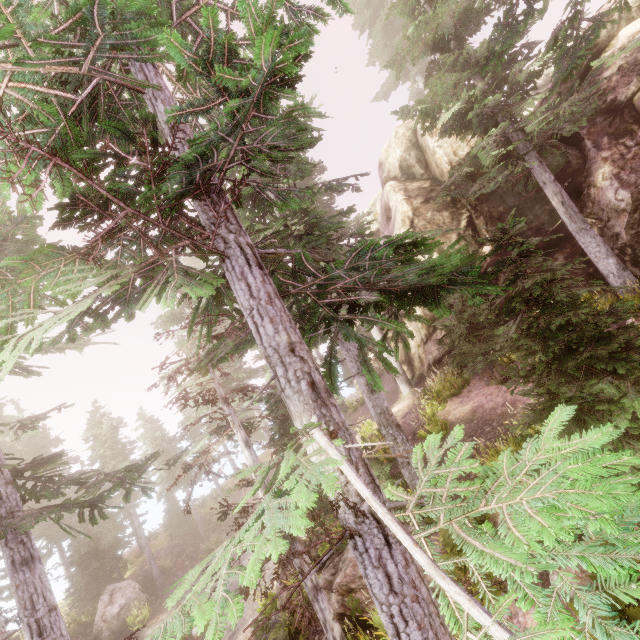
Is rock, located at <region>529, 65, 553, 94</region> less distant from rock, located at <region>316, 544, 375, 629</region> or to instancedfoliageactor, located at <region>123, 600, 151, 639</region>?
instancedfoliageactor, located at <region>123, 600, 151, 639</region>

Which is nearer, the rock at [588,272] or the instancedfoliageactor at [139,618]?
the instancedfoliageactor at [139,618]

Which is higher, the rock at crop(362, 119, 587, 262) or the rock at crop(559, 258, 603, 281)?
the rock at crop(362, 119, 587, 262)

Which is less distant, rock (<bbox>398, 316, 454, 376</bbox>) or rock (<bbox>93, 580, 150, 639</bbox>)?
rock (<bbox>398, 316, 454, 376</bbox>)

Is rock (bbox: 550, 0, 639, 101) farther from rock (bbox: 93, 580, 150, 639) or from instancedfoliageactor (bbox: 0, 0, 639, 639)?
rock (bbox: 93, 580, 150, 639)

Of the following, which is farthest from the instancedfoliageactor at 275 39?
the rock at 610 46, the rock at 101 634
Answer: the rock at 101 634

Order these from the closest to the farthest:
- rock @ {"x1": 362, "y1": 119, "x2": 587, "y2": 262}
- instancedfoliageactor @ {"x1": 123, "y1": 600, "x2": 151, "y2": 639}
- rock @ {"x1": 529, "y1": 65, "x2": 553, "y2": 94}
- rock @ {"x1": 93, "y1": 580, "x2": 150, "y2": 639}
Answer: instancedfoliageactor @ {"x1": 123, "y1": 600, "x2": 151, "y2": 639}, rock @ {"x1": 362, "y1": 119, "x2": 587, "y2": 262}, rock @ {"x1": 93, "y1": 580, "x2": 150, "y2": 639}, rock @ {"x1": 529, "y1": 65, "x2": 553, "y2": 94}

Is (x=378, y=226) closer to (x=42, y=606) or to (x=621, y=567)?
(x=42, y=606)
